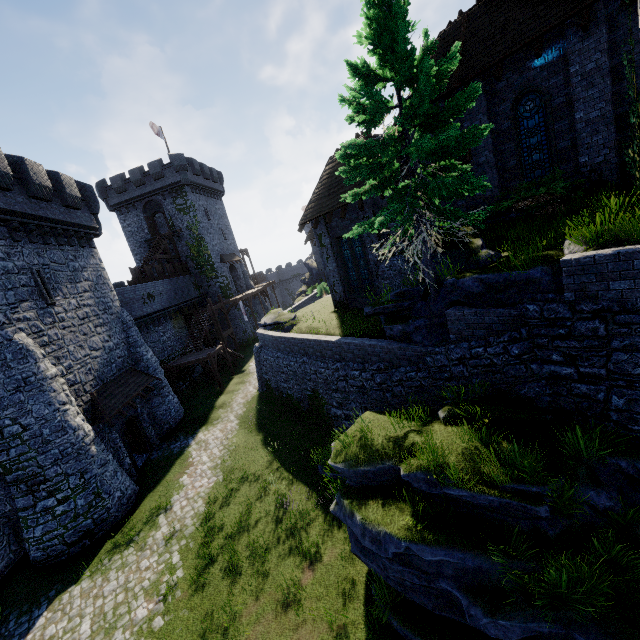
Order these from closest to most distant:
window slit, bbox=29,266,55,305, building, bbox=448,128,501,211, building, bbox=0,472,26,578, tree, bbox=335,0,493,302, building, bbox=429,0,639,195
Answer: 1. tree, bbox=335,0,493,302
2. building, bbox=429,0,639,195
3. building, bbox=0,472,26,578
4. building, bbox=448,128,501,211
5. window slit, bbox=29,266,55,305

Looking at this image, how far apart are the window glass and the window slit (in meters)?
21.97

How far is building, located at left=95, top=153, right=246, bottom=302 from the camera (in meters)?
36.47

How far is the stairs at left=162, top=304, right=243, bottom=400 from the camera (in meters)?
25.77

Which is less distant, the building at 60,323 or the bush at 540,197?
the bush at 540,197

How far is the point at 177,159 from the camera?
35.56m

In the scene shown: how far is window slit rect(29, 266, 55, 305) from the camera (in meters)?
14.96

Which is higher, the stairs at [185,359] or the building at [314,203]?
the building at [314,203]
